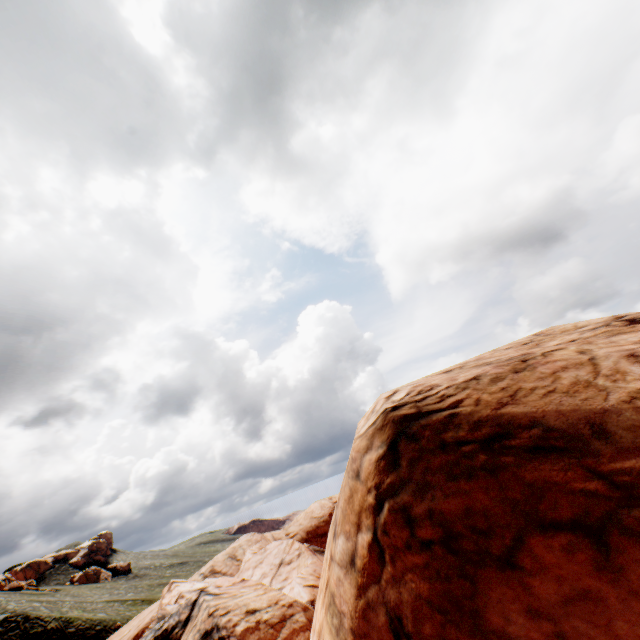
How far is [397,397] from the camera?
6.1m
